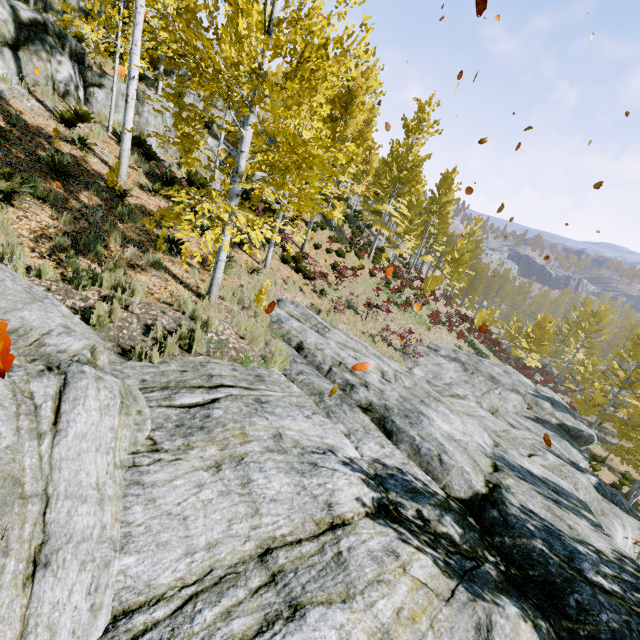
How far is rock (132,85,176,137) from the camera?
Answer: 12.76m

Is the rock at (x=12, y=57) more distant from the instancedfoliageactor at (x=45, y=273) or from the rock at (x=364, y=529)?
the rock at (x=364, y=529)

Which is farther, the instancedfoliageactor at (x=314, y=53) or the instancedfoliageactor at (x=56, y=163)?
the instancedfoliageactor at (x=56, y=163)

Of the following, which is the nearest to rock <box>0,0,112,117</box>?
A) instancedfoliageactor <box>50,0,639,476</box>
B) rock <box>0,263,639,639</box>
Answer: instancedfoliageactor <box>50,0,639,476</box>

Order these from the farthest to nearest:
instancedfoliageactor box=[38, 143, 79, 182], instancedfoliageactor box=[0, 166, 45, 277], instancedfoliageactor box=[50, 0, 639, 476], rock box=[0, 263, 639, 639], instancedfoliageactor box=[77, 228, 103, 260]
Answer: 1. instancedfoliageactor box=[38, 143, 79, 182]
2. instancedfoliageactor box=[77, 228, 103, 260]
3. instancedfoliageactor box=[50, 0, 639, 476]
4. instancedfoliageactor box=[0, 166, 45, 277]
5. rock box=[0, 263, 639, 639]

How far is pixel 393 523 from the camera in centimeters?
352cm

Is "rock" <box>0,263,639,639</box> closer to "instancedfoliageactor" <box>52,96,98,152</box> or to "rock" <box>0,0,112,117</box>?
"instancedfoliageactor" <box>52,96,98,152</box>

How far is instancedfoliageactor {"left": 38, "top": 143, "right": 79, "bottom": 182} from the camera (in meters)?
7.25
